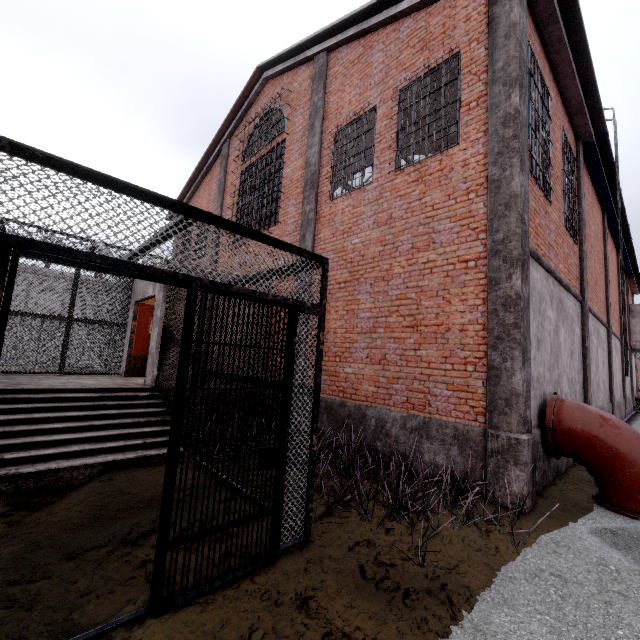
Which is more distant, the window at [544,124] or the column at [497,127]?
the window at [544,124]

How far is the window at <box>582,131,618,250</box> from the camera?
9.75m

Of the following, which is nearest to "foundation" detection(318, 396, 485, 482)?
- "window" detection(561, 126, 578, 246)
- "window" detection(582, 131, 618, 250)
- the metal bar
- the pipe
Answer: the pipe

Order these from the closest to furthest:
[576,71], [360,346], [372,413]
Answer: [372,413] < [360,346] < [576,71]

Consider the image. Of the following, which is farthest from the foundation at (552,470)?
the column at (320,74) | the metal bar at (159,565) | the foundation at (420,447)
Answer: the column at (320,74)

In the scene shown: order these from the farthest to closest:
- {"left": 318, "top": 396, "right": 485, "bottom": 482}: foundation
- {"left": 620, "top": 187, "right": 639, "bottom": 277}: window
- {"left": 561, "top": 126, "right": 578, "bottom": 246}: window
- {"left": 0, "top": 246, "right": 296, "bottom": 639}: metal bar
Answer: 1. {"left": 620, "top": 187, "right": 639, "bottom": 277}: window
2. {"left": 561, "top": 126, "right": 578, "bottom": 246}: window
3. {"left": 318, "top": 396, "right": 485, "bottom": 482}: foundation
4. {"left": 0, "top": 246, "right": 296, "bottom": 639}: metal bar

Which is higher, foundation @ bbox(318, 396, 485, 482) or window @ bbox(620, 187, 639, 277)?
window @ bbox(620, 187, 639, 277)

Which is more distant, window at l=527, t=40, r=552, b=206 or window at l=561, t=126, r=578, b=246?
window at l=561, t=126, r=578, b=246
